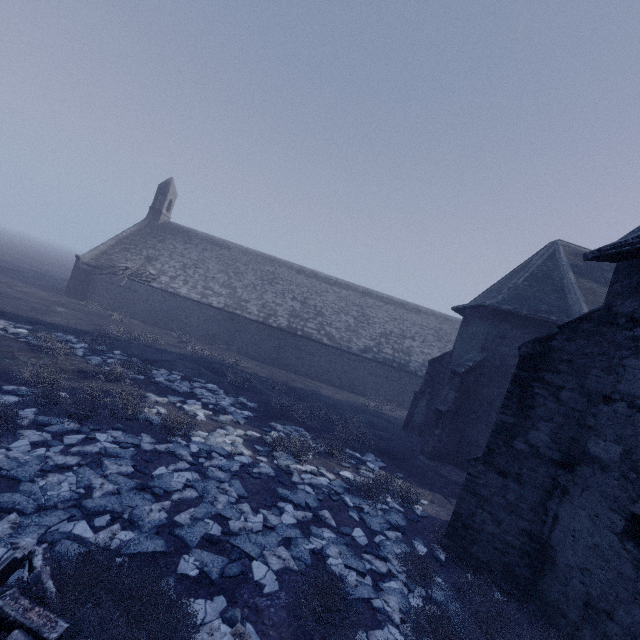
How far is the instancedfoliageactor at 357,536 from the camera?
6.6m

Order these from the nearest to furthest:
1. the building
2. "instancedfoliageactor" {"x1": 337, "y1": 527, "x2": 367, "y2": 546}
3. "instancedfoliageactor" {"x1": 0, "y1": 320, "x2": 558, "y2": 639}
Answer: "instancedfoliageactor" {"x1": 0, "y1": 320, "x2": 558, "y2": 639}
the building
"instancedfoliageactor" {"x1": 337, "y1": 527, "x2": 367, "y2": 546}

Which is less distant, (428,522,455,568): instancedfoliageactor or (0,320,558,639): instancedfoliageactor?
(0,320,558,639): instancedfoliageactor

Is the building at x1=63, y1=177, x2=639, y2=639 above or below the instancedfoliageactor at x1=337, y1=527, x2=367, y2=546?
above

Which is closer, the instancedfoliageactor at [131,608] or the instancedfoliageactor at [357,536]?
the instancedfoliageactor at [131,608]

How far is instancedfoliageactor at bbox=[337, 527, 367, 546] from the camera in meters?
6.6 m

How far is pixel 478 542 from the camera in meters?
6.8 m
